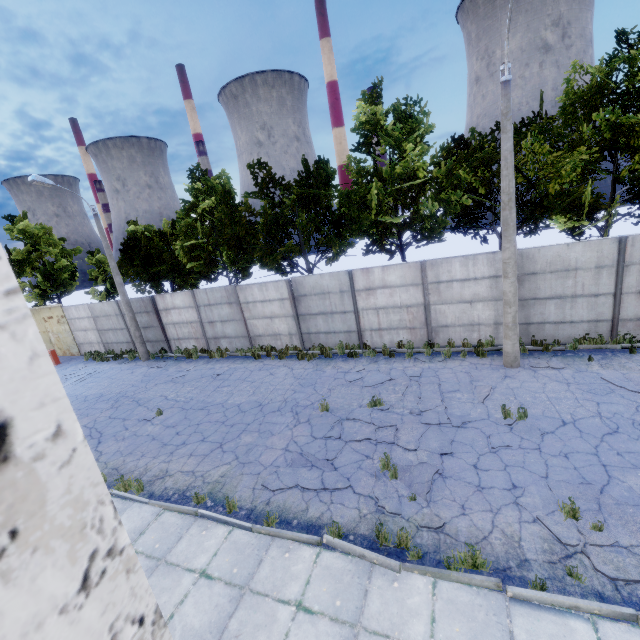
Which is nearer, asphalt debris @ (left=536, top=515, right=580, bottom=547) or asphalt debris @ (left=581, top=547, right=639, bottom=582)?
asphalt debris @ (left=581, top=547, right=639, bottom=582)

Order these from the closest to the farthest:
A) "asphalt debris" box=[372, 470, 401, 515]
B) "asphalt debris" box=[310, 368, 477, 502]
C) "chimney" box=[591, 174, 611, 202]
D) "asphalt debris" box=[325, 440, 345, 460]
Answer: "asphalt debris" box=[372, 470, 401, 515]
"asphalt debris" box=[310, 368, 477, 502]
"asphalt debris" box=[325, 440, 345, 460]
"chimney" box=[591, 174, 611, 202]

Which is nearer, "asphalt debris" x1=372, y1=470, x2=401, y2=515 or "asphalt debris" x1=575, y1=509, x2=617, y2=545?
"asphalt debris" x1=575, y1=509, x2=617, y2=545

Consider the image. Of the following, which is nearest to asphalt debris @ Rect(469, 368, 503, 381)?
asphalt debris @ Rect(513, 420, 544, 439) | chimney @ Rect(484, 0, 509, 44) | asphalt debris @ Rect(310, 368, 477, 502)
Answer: asphalt debris @ Rect(310, 368, 477, 502)

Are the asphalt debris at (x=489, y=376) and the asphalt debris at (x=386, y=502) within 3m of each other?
no

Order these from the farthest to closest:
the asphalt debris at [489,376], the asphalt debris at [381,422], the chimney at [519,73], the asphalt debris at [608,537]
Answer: the chimney at [519,73] < the asphalt debris at [489,376] < the asphalt debris at [381,422] < the asphalt debris at [608,537]

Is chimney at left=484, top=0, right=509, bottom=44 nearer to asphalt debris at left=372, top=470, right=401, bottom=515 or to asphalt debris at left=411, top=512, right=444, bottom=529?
asphalt debris at left=372, top=470, right=401, bottom=515

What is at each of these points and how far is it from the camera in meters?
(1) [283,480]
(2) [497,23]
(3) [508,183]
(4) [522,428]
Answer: (1) asphalt debris, 7.7
(2) chimney, 59.7
(3) lamp post, 9.4
(4) asphalt debris, 8.0
